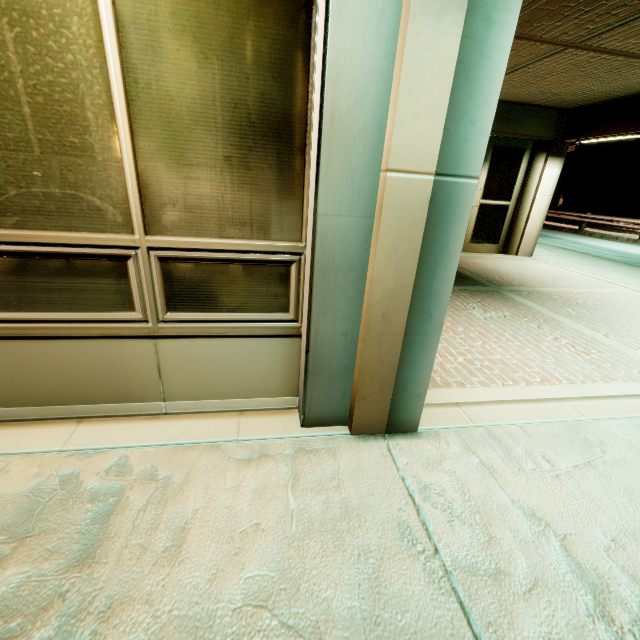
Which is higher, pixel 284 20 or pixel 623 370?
pixel 284 20
